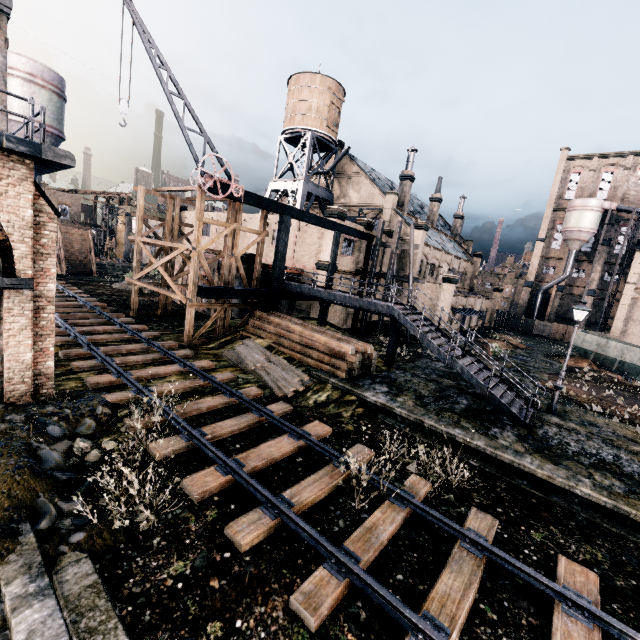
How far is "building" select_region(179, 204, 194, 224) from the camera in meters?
42.1

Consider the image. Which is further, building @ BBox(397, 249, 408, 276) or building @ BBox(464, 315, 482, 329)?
building @ BBox(464, 315, 482, 329)

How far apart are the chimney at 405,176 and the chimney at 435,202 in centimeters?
945cm

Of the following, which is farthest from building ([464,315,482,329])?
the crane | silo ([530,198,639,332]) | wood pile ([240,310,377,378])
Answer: the crane

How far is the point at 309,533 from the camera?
7.1m

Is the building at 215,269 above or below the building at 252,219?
below

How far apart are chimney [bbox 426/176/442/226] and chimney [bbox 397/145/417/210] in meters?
9.4
